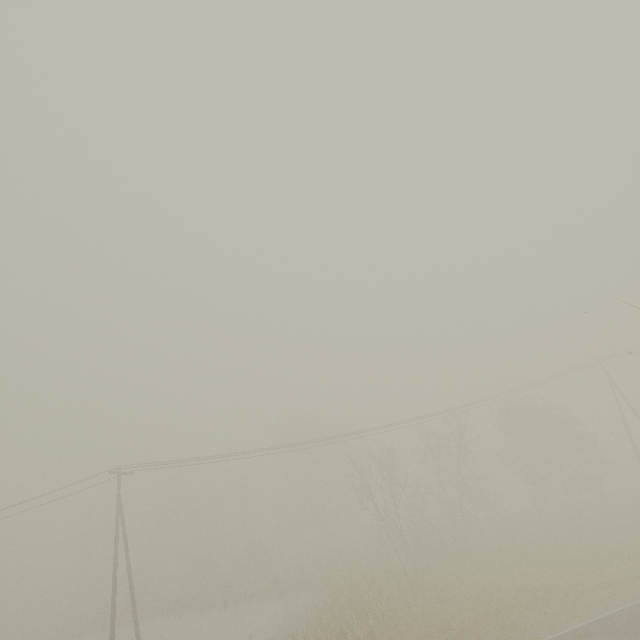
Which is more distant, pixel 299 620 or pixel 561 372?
pixel 561 372
